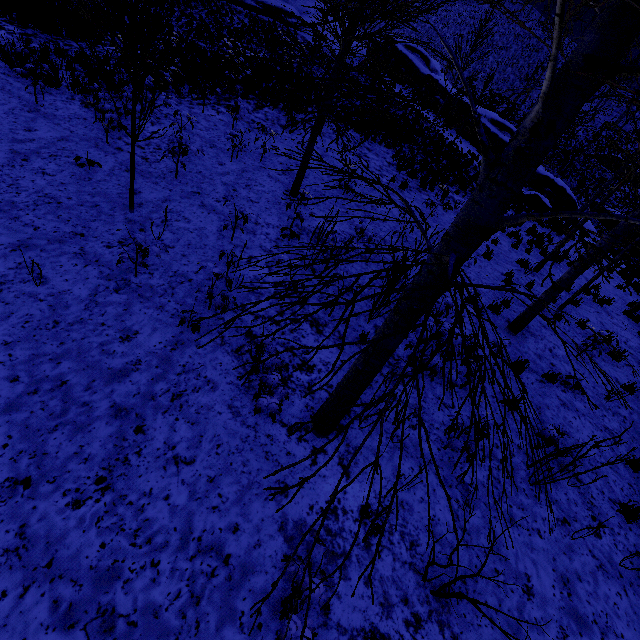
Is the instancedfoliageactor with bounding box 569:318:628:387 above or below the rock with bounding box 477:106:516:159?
below

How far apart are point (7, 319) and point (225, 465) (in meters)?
3.38

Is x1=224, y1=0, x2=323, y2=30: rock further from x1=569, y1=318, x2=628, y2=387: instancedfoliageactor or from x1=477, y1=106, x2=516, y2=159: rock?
x1=569, y1=318, x2=628, y2=387: instancedfoliageactor

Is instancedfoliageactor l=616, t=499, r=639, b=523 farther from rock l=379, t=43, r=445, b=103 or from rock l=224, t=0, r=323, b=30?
rock l=224, t=0, r=323, b=30

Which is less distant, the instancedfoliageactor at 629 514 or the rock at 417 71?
the instancedfoliageactor at 629 514

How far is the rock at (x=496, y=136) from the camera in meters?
24.2 m

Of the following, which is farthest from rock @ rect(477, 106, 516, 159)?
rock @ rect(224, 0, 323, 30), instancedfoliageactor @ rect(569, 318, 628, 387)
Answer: instancedfoliageactor @ rect(569, 318, 628, 387)

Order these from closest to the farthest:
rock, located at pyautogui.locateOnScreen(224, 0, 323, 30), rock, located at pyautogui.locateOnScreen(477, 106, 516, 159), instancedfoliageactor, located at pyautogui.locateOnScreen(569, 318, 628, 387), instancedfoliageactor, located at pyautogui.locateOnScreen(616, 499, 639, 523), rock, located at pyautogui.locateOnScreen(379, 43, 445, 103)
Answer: instancedfoliageactor, located at pyautogui.locateOnScreen(569, 318, 628, 387) → instancedfoliageactor, located at pyautogui.locateOnScreen(616, 499, 639, 523) → rock, located at pyautogui.locateOnScreen(477, 106, 516, 159) → rock, located at pyautogui.locateOnScreen(224, 0, 323, 30) → rock, located at pyautogui.locateOnScreen(379, 43, 445, 103)
